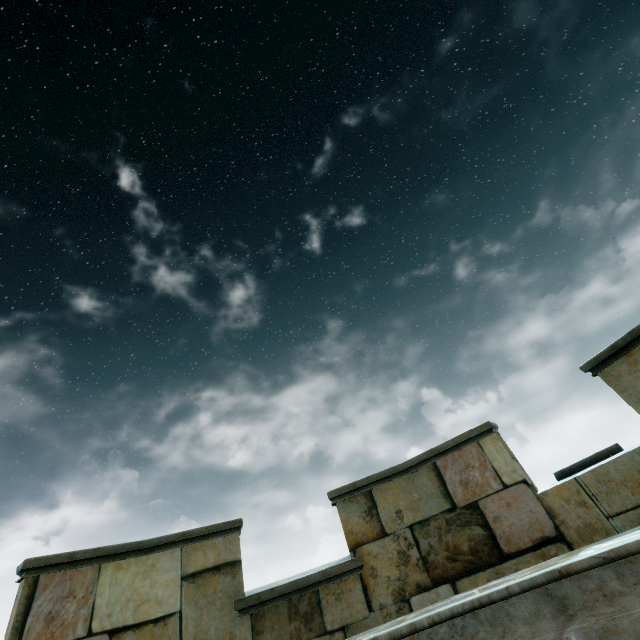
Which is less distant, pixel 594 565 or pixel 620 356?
pixel 594 565
